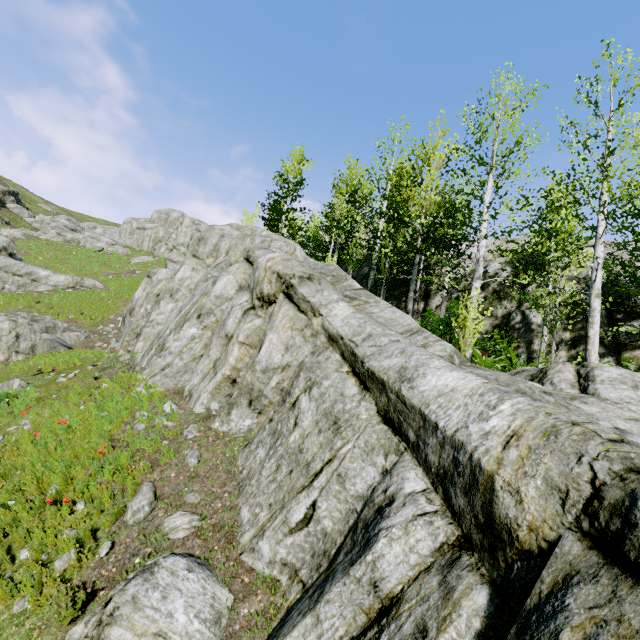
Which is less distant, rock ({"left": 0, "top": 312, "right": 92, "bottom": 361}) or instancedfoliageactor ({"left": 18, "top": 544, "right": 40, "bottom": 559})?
instancedfoliageactor ({"left": 18, "top": 544, "right": 40, "bottom": 559})

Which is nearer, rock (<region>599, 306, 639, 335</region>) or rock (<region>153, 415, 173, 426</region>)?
rock (<region>153, 415, 173, 426</region>)

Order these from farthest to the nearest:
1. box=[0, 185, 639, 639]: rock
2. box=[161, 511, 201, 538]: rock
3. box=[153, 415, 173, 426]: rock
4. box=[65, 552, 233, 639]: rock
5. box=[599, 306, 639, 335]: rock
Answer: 1. box=[599, 306, 639, 335]: rock
2. box=[153, 415, 173, 426]: rock
3. box=[161, 511, 201, 538]: rock
4. box=[65, 552, 233, 639]: rock
5. box=[0, 185, 639, 639]: rock

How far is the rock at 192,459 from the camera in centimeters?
609cm

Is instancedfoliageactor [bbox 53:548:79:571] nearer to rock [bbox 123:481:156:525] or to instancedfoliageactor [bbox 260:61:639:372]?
rock [bbox 123:481:156:525]

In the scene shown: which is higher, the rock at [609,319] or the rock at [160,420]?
the rock at [609,319]

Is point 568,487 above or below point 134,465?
above
